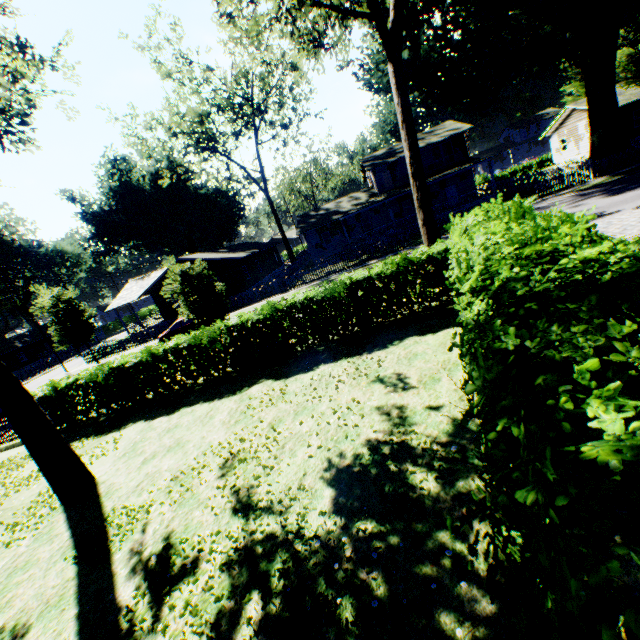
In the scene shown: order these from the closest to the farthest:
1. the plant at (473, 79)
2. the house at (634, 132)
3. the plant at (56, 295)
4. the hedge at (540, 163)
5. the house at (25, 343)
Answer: the plant at (473, 79) → the plant at (56, 295) → the house at (634, 132) → the hedge at (540, 163) → the house at (25, 343)

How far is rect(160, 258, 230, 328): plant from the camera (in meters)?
15.23

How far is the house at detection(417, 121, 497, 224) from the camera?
31.59m

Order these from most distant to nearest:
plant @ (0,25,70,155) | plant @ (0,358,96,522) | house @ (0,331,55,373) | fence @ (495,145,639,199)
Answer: house @ (0,331,55,373)
fence @ (495,145,639,199)
plant @ (0,25,70,155)
plant @ (0,358,96,522)

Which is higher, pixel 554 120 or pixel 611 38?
pixel 611 38

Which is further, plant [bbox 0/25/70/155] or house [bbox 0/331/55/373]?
house [bbox 0/331/55/373]

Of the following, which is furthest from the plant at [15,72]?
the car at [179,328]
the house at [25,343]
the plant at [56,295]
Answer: the house at [25,343]

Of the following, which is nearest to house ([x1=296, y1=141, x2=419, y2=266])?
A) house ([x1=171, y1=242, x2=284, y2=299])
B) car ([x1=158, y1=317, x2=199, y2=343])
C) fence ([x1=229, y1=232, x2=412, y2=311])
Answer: fence ([x1=229, y1=232, x2=412, y2=311])
